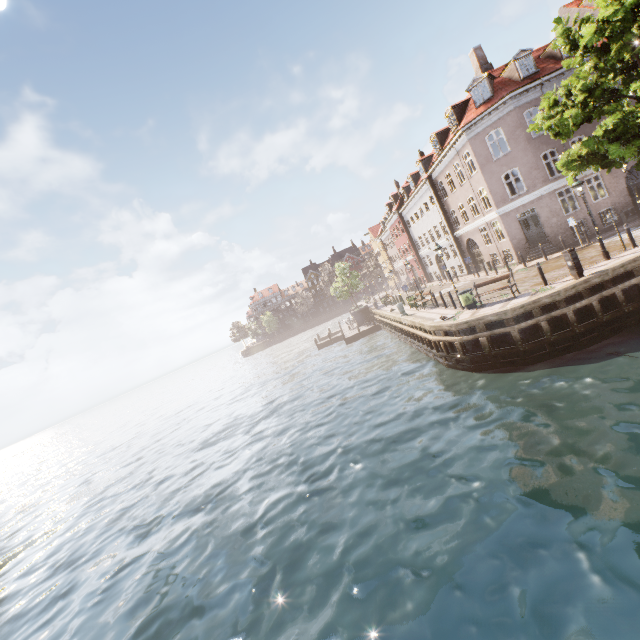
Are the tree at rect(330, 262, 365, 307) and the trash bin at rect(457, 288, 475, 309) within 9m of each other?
no

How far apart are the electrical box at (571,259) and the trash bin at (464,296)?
3.97m

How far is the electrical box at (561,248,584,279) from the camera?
12.8m

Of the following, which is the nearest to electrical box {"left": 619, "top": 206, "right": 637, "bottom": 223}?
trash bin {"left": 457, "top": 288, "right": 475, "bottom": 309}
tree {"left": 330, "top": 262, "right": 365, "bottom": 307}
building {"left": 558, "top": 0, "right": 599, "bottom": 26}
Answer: building {"left": 558, "top": 0, "right": 599, "bottom": 26}

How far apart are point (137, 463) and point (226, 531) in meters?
20.3

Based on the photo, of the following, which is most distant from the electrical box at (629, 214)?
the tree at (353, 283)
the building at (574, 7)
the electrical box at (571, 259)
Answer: the tree at (353, 283)

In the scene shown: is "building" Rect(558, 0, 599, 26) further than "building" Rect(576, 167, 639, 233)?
Yes

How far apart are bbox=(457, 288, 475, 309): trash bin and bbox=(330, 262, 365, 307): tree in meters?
27.5
